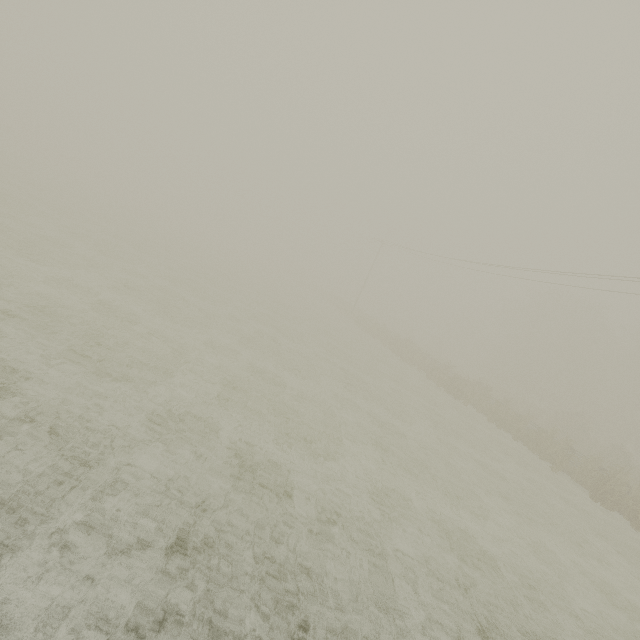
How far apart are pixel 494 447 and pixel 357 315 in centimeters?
3090cm
